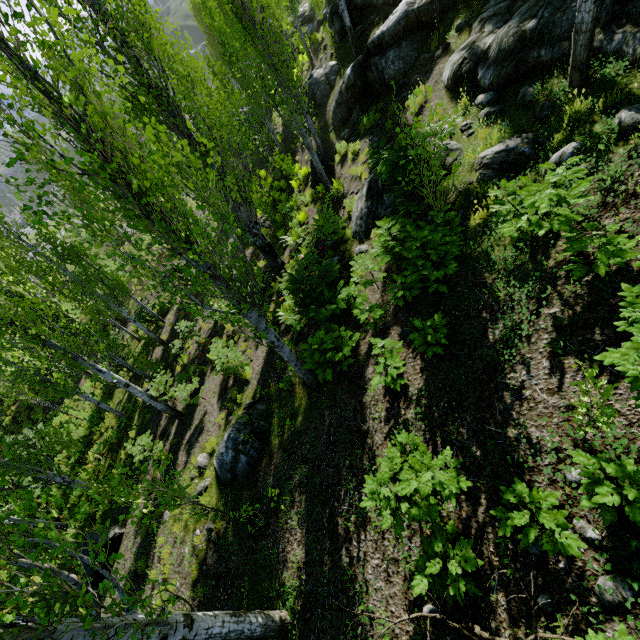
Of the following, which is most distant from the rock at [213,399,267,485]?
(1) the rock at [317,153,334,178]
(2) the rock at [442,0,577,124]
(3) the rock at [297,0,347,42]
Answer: (3) the rock at [297,0,347,42]

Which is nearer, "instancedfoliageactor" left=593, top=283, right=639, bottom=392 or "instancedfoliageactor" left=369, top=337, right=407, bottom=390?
"instancedfoliageactor" left=593, top=283, right=639, bottom=392

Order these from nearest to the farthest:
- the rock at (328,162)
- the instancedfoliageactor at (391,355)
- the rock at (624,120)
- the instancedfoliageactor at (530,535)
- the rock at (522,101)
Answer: the instancedfoliageactor at (530,535) → the rock at (624,120) → the instancedfoliageactor at (391,355) → the rock at (522,101) → the rock at (328,162)

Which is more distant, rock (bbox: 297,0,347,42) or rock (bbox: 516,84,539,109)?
rock (bbox: 297,0,347,42)

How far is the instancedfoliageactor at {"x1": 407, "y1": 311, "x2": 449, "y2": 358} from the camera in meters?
4.8

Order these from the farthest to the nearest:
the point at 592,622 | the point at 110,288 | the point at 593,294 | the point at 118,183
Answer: the point at 110,288 < the point at 593,294 < the point at 118,183 < the point at 592,622

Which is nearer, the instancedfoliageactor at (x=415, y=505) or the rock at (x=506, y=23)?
the instancedfoliageactor at (x=415, y=505)

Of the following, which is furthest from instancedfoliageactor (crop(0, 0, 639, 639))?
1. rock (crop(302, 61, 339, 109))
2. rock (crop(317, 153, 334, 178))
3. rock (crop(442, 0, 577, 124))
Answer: rock (crop(302, 61, 339, 109))
